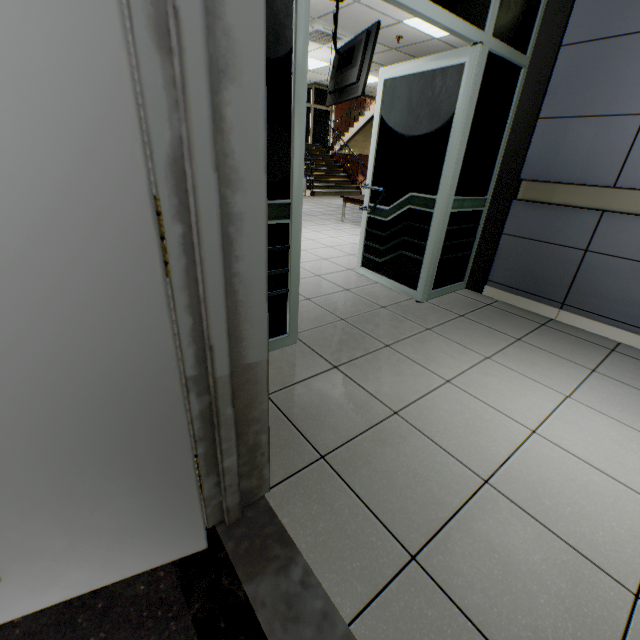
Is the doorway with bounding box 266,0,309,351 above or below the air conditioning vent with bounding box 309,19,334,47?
below

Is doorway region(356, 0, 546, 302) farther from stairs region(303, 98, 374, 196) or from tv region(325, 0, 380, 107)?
stairs region(303, 98, 374, 196)

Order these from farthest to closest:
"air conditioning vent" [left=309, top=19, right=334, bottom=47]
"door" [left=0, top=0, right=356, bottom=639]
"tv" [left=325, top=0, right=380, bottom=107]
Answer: "air conditioning vent" [left=309, top=19, right=334, bottom=47] → "tv" [left=325, top=0, right=380, bottom=107] → "door" [left=0, top=0, right=356, bottom=639]

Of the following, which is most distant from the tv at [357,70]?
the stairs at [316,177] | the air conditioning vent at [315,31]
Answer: the stairs at [316,177]

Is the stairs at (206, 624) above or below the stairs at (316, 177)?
below

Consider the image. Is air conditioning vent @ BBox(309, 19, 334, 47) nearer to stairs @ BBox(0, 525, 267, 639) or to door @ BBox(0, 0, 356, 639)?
stairs @ BBox(0, 525, 267, 639)

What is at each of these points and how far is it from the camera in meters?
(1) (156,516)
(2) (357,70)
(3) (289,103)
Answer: (1) door, 0.9 m
(2) tv, 4.6 m
(3) doorway, 1.6 m

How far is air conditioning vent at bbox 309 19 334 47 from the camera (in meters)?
5.50
